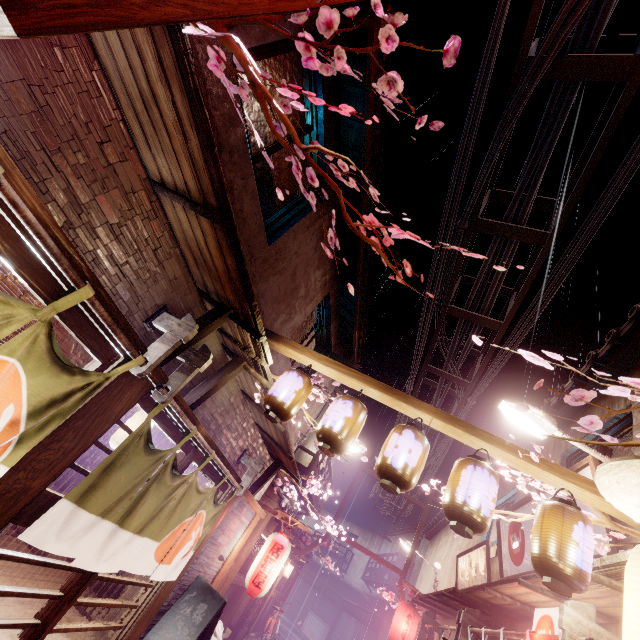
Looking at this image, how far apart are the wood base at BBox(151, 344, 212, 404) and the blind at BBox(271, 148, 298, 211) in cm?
422

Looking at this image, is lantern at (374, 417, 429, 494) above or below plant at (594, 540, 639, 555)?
below

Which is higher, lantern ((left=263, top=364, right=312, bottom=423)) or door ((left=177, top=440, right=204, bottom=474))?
lantern ((left=263, top=364, right=312, bottom=423))

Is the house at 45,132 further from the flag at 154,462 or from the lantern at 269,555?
the lantern at 269,555

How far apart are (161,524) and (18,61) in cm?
852

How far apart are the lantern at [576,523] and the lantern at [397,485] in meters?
2.0 m

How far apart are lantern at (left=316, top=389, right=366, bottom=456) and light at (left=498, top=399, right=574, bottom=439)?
3.7m

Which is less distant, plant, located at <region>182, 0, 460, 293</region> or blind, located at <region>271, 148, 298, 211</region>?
→ plant, located at <region>182, 0, 460, 293</region>
